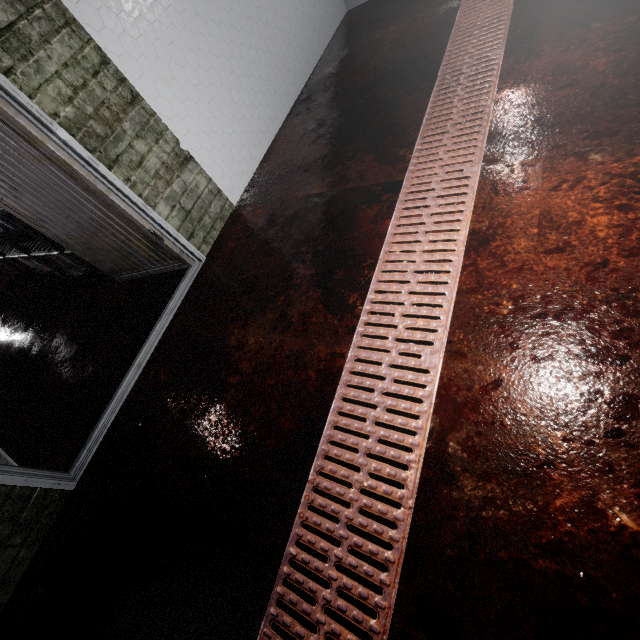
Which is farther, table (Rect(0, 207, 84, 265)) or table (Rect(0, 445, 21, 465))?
table (Rect(0, 207, 84, 265))

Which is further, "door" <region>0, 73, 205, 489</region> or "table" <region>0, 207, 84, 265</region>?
"table" <region>0, 207, 84, 265</region>

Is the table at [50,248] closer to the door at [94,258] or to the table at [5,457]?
the door at [94,258]

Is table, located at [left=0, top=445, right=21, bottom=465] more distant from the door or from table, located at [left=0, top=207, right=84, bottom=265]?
table, located at [left=0, top=207, right=84, bottom=265]

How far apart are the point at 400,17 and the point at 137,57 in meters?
2.5

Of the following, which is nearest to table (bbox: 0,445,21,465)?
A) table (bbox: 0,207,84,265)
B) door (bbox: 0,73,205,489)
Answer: door (bbox: 0,73,205,489)
